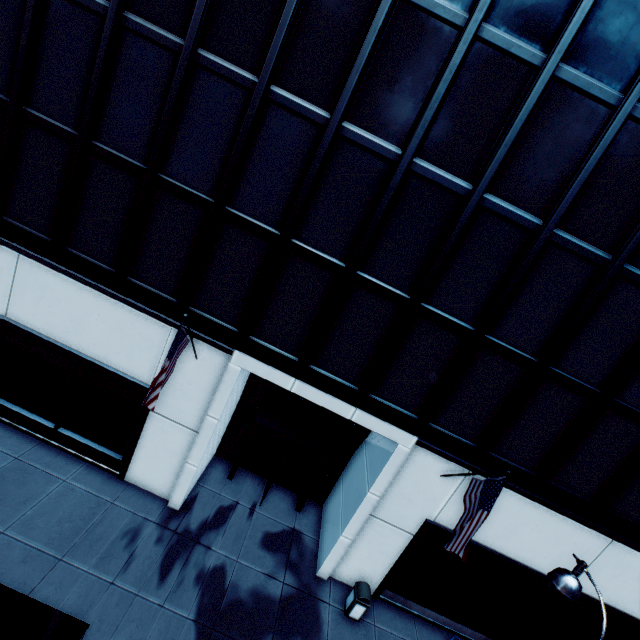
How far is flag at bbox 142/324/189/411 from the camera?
7.41m

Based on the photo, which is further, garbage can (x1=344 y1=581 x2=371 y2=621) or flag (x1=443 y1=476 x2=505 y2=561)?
garbage can (x1=344 y1=581 x2=371 y2=621)

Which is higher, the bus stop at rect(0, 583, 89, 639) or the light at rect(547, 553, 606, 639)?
the light at rect(547, 553, 606, 639)

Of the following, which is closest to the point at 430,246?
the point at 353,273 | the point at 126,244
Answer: the point at 353,273

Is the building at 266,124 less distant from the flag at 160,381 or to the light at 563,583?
the flag at 160,381

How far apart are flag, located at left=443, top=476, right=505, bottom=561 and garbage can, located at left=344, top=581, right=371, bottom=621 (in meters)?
3.82

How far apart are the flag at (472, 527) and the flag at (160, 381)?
8.0m

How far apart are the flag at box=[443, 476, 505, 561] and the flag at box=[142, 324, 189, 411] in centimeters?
797cm
